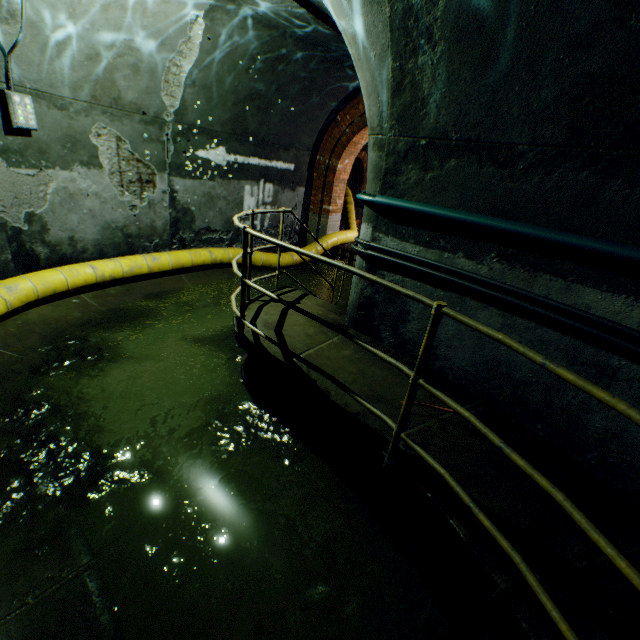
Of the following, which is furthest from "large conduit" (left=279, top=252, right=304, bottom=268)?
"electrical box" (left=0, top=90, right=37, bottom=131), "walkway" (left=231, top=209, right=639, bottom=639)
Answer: "electrical box" (left=0, top=90, right=37, bottom=131)

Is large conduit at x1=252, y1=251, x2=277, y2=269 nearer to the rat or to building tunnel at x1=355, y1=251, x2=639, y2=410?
building tunnel at x1=355, y1=251, x2=639, y2=410

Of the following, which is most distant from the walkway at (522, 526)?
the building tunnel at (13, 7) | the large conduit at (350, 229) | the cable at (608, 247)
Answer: the cable at (608, 247)

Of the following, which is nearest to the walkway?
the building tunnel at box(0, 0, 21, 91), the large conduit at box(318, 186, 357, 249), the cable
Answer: the building tunnel at box(0, 0, 21, 91)

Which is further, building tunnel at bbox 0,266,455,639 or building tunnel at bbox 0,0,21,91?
building tunnel at bbox 0,0,21,91

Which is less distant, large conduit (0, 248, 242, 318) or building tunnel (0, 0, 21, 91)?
building tunnel (0, 0, 21, 91)

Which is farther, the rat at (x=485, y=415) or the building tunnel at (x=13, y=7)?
the building tunnel at (x=13, y=7)

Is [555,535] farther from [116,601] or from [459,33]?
[459,33]
